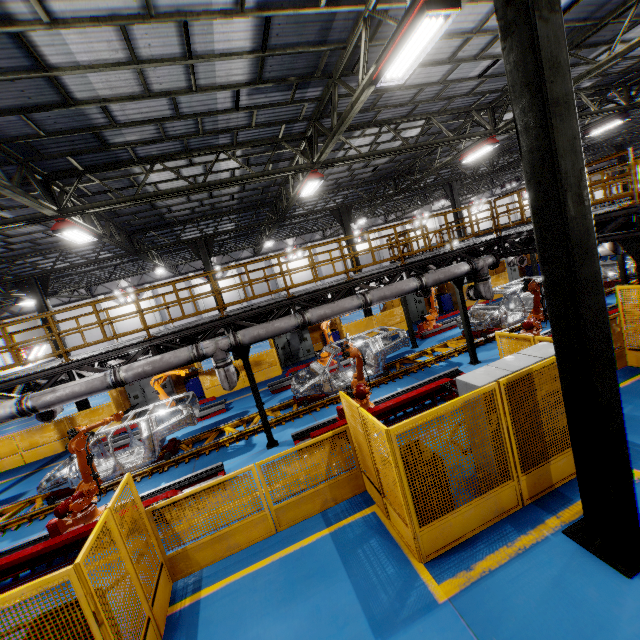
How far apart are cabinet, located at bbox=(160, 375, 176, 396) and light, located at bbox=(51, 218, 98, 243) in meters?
8.1

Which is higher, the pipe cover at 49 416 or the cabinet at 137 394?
the pipe cover at 49 416

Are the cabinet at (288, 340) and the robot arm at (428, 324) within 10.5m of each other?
yes

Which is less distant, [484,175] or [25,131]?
[25,131]

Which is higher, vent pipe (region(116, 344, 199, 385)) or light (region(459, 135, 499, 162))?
light (region(459, 135, 499, 162))

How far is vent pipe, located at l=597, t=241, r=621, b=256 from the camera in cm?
1255

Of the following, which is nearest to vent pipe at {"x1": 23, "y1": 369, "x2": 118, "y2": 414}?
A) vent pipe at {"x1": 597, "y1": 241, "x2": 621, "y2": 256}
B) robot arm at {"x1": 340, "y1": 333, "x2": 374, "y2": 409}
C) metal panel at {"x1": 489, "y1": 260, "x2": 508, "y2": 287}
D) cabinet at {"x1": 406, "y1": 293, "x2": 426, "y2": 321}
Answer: robot arm at {"x1": 340, "y1": 333, "x2": 374, "y2": 409}

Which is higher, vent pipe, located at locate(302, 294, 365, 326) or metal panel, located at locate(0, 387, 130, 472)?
vent pipe, located at locate(302, 294, 365, 326)
